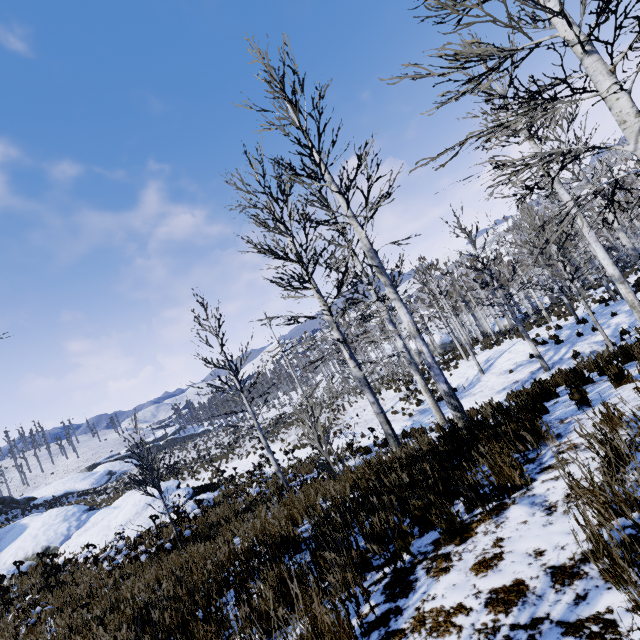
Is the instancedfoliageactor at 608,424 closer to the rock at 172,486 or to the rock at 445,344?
the rock at 172,486

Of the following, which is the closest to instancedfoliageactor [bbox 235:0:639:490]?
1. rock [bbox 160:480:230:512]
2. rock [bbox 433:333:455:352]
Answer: rock [bbox 160:480:230:512]

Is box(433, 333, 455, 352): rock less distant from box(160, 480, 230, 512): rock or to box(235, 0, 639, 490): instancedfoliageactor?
box(235, 0, 639, 490): instancedfoliageactor

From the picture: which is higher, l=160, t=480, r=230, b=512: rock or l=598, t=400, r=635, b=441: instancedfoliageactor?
l=598, t=400, r=635, b=441: instancedfoliageactor

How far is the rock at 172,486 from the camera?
15.70m

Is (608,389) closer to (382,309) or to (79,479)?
(382,309)

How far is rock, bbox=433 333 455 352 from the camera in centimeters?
4350cm

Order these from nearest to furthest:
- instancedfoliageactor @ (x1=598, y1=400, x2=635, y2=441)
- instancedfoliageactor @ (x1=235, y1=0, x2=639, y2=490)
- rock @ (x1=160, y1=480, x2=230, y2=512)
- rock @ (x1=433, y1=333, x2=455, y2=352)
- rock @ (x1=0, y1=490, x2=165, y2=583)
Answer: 1. instancedfoliageactor @ (x1=598, y1=400, x2=635, y2=441)
2. instancedfoliageactor @ (x1=235, y1=0, x2=639, y2=490)
3. rock @ (x1=0, y1=490, x2=165, y2=583)
4. rock @ (x1=160, y1=480, x2=230, y2=512)
5. rock @ (x1=433, y1=333, x2=455, y2=352)
